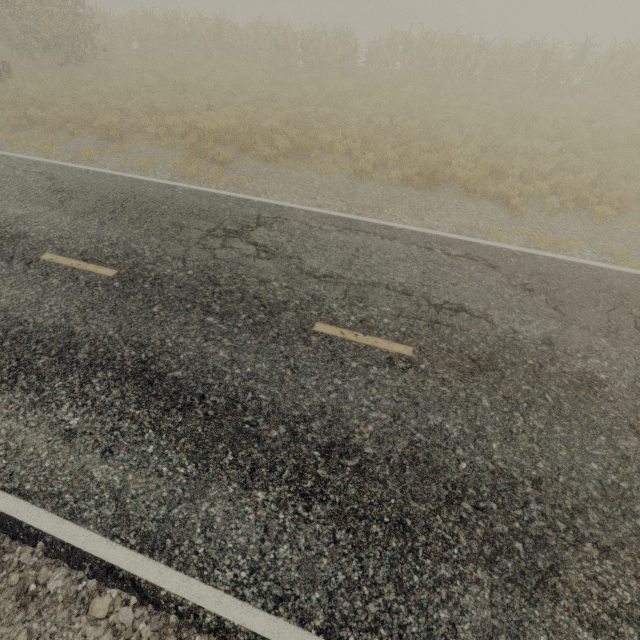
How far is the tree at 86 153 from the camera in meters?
9.8

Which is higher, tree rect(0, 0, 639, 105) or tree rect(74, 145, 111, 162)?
tree rect(0, 0, 639, 105)

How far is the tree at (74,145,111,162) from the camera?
9.80m

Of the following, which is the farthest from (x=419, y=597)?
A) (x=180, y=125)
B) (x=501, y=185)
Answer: (x=180, y=125)

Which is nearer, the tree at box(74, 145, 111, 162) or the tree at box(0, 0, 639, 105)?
the tree at box(74, 145, 111, 162)

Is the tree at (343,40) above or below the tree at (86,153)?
above
